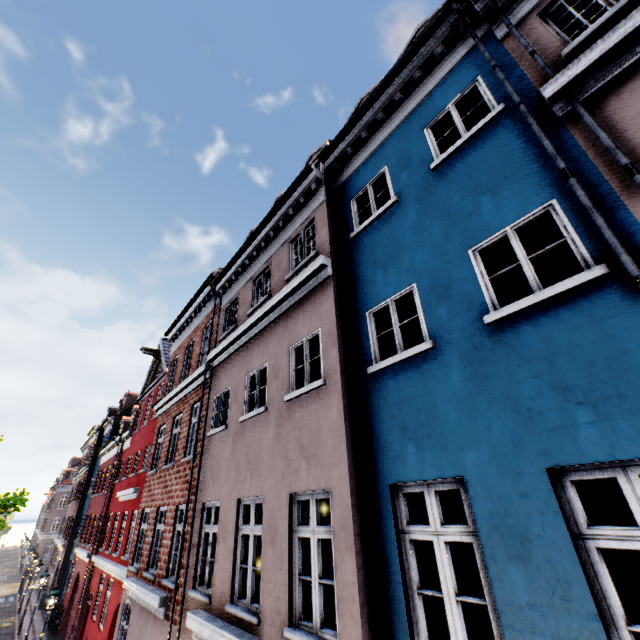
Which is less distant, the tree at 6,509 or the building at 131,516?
the building at 131,516

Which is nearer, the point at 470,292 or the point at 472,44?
the point at 470,292

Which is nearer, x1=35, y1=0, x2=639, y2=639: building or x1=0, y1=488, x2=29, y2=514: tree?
x1=35, y1=0, x2=639, y2=639: building
